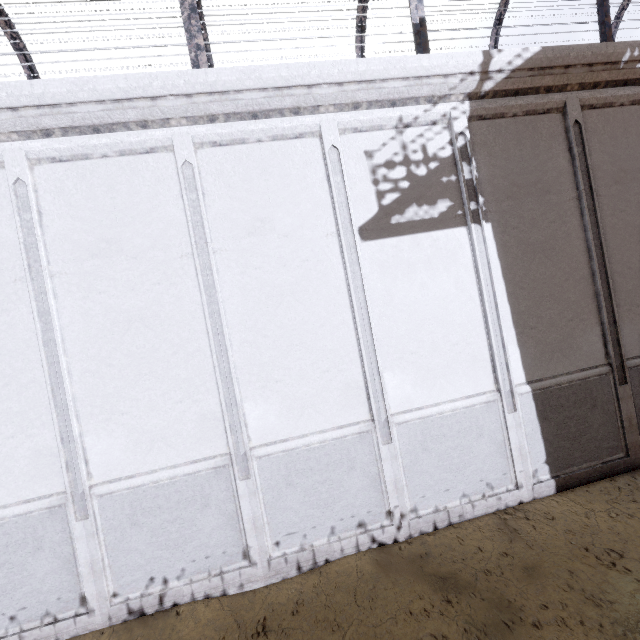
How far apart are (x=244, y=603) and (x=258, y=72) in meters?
8.5 m
